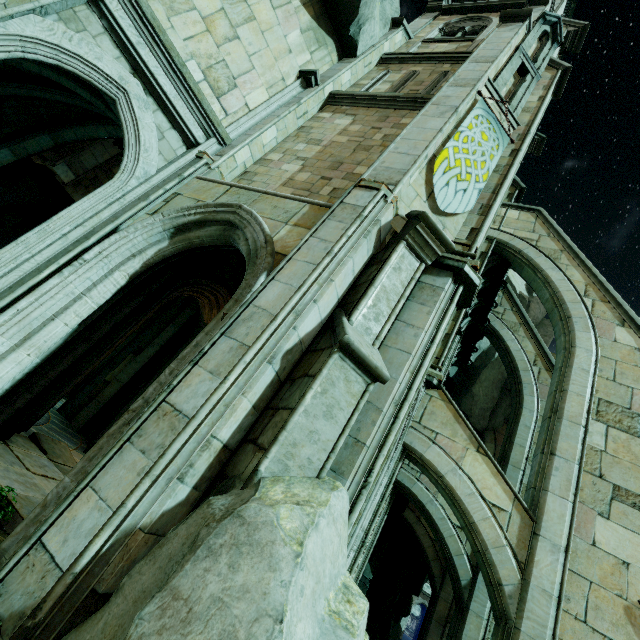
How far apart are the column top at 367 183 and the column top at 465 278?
0.9m

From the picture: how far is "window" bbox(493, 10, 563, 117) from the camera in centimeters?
895cm

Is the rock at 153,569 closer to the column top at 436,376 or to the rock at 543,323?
the column top at 436,376

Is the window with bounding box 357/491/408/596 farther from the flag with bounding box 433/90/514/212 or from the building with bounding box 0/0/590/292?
the flag with bounding box 433/90/514/212

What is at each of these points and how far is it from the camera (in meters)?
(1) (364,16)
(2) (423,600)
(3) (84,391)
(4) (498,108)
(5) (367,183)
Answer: (1) rock, 9.85
(2) building, 43.44
(3) archway, 10.36
(4) building, 8.31
(5) column top, 5.33

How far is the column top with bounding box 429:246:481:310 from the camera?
5.5m

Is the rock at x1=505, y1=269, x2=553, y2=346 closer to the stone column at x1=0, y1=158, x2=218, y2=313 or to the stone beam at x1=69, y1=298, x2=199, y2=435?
the stone beam at x1=69, y1=298, x2=199, y2=435

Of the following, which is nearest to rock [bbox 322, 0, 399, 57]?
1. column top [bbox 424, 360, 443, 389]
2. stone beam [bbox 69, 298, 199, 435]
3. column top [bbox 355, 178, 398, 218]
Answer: stone beam [bbox 69, 298, 199, 435]
